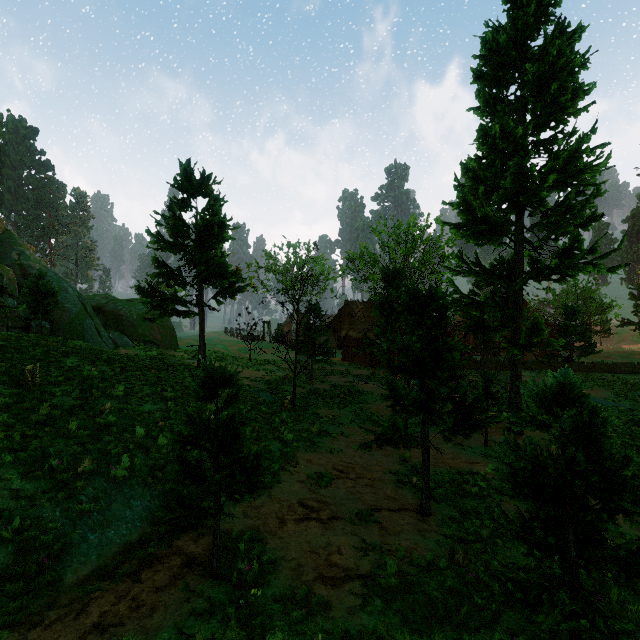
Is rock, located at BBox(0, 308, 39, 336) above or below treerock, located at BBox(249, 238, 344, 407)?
below

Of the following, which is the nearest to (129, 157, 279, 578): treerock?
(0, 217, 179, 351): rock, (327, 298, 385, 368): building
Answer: (327, 298, 385, 368): building

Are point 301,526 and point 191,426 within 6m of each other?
yes

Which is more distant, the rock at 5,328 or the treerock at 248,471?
the rock at 5,328

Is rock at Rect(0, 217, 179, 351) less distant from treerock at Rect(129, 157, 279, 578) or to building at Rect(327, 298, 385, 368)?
treerock at Rect(129, 157, 279, 578)

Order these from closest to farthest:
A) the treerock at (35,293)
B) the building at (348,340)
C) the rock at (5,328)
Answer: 1. the treerock at (35,293)
2. the rock at (5,328)
3. the building at (348,340)
